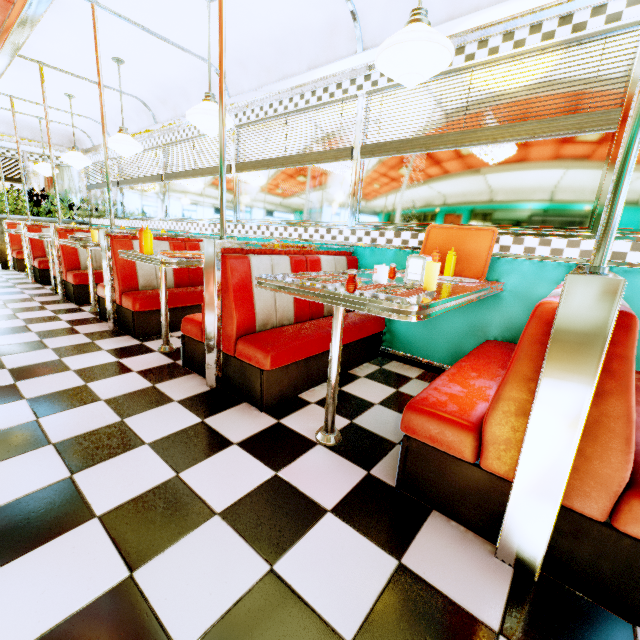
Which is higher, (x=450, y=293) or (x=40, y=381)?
(x=450, y=293)

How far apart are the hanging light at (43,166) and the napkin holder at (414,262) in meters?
8.0 m

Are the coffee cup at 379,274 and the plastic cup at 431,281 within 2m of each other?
yes

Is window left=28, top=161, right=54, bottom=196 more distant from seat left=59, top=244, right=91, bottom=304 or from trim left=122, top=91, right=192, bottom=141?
seat left=59, top=244, right=91, bottom=304

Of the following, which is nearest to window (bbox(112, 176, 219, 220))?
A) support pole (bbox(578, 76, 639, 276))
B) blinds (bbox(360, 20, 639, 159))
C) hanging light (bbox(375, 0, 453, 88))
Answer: blinds (bbox(360, 20, 639, 159))

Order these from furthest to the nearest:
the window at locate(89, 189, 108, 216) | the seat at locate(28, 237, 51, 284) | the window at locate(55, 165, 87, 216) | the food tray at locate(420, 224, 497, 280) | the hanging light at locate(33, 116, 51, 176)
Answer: the window at locate(55, 165, 87, 216), the window at locate(89, 189, 108, 216), the hanging light at locate(33, 116, 51, 176), the seat at locate(28, 237, 51, 284), the food tray at locate(420, 224, 497, 280)

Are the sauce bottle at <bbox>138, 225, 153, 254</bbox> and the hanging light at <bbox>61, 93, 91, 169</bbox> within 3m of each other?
no

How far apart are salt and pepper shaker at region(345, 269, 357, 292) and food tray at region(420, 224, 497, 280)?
1.5m
